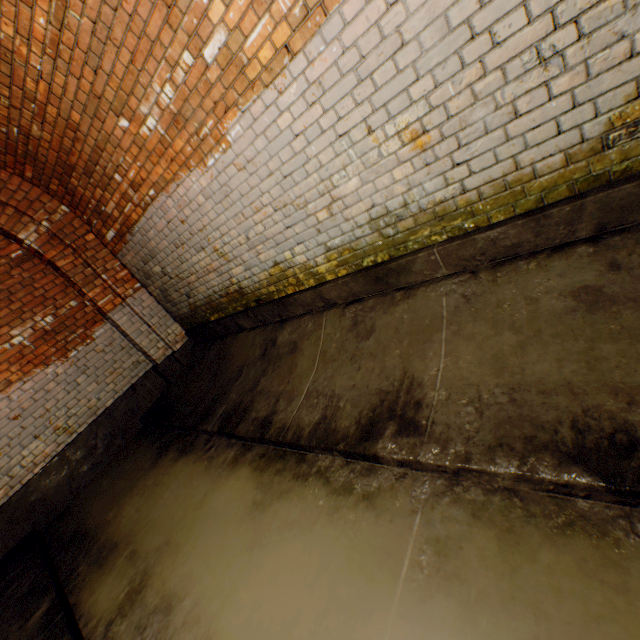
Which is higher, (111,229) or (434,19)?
(111,229)
